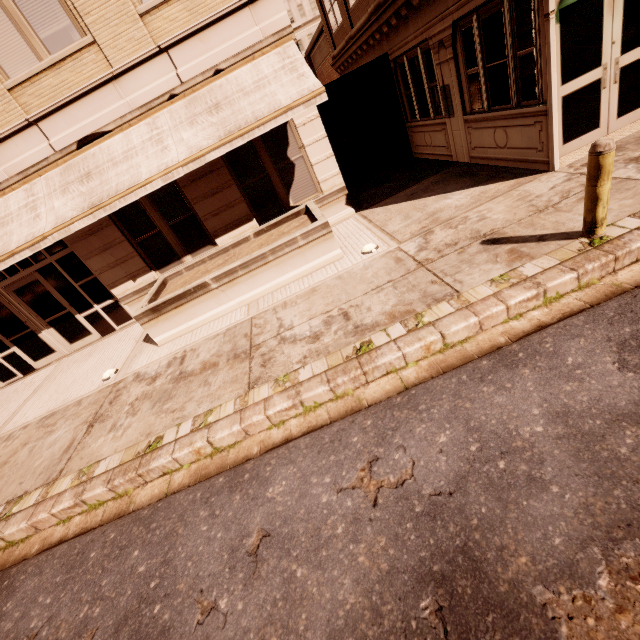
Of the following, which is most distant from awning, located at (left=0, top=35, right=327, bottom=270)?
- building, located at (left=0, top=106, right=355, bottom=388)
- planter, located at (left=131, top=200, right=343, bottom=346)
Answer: planter, located at (left=131, top=200, right=343, bottom=346)

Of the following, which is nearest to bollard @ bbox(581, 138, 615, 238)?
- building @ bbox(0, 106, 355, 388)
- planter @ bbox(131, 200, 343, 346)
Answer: planter @ bbox(131, 200, 343, 346)

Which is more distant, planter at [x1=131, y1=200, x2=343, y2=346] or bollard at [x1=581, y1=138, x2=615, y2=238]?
planter at [x1=131, y1=200, x2=343, y2=346]

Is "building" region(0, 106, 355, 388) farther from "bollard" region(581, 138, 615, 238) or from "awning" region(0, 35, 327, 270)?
"bollard" region(581, 138, 615, 238)

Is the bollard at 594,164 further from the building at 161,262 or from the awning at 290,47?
the building at 161,262

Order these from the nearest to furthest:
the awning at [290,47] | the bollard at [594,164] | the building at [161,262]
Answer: the bollard at [594,164]
the awning at [290,47]
the building at [161,262]

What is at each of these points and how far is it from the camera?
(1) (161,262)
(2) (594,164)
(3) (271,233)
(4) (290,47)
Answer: (1) building, 9.7m
(2) bollard, 4.0m
(3) planter, 9.0m
(4) awning, 7.4m

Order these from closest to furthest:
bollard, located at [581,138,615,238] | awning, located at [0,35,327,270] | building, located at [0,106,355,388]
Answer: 1. bollard, located at [581,138,615,238]
2. awning, located at [0,35,327,270]
3. building, located at [0,106,355,388]
